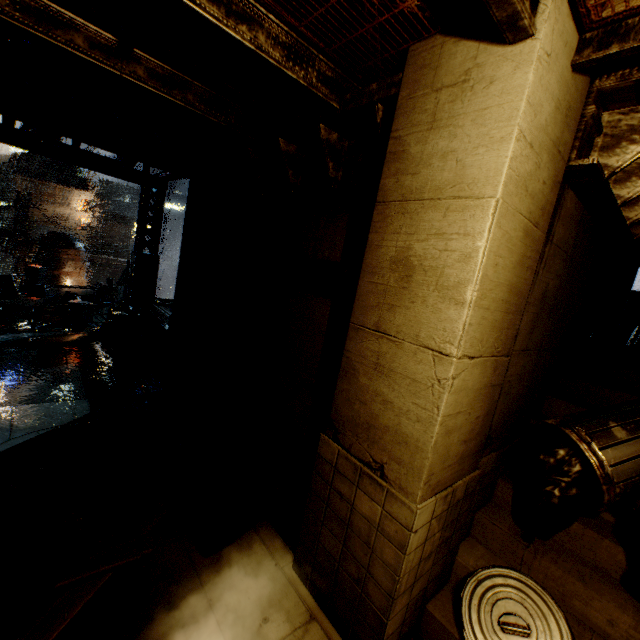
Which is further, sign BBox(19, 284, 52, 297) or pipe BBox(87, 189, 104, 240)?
pipe BBox(87, 189, 104, 240)

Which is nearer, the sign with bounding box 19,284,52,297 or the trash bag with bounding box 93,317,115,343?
the trash bag with bounding box 93,317,115,343

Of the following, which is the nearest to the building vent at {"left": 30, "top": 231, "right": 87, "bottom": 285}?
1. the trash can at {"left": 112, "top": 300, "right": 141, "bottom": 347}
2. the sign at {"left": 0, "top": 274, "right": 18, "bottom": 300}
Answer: the sign at {"left": 0, "top": 274, "right": 18, "bottom": 300}

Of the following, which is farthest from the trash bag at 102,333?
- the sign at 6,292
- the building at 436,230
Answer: the sign at 6,292

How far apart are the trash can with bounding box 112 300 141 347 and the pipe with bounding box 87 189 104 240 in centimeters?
4836cm

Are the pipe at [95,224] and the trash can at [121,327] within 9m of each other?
no

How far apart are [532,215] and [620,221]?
2.73m

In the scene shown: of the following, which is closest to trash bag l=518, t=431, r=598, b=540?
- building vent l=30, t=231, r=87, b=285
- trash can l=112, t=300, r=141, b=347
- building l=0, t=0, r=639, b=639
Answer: building l=0, t=0, r=639, b=639
